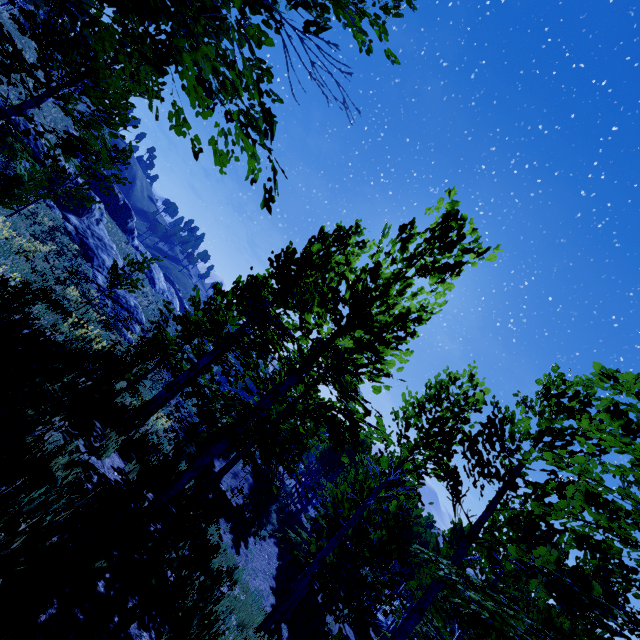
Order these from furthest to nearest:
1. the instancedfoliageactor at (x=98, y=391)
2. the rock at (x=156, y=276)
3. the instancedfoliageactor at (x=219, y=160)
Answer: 1. the rock at (x=156, y=276)
2. the instancedfoliageactor at (x=98, y=391)
3. the instancedfoliageactor at (x=219, y=160)

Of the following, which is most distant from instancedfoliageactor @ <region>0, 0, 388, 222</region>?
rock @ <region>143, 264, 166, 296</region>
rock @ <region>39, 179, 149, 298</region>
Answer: rock @ <region>143, 264, 166, 296</region>

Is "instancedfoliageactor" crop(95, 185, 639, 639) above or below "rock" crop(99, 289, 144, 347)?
above

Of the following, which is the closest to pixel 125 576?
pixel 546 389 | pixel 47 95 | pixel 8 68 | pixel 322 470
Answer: pixel 546 389

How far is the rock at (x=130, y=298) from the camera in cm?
2111

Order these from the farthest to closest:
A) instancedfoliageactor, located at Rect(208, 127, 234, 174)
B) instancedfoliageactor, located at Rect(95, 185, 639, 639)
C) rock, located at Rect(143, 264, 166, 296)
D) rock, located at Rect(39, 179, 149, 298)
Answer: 1. rock, located at Rect(143, 264, 166, 296)
2. rock, located at Rect(39, 179, 149, 298)
3. instancedfoliageactor, located at Rect(95, 185, 639, 639)
4. instancedfoliageactor, located at Rect(208, 127, 234, 174)
